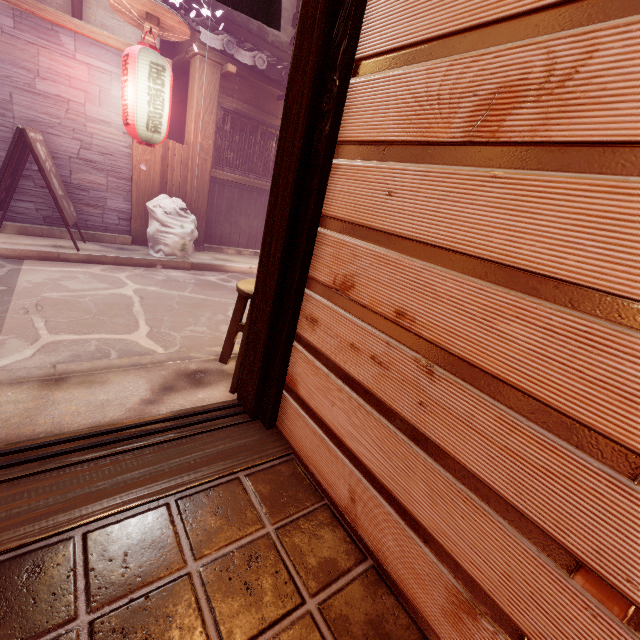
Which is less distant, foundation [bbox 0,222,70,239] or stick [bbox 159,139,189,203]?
foundation [bbox 0,222,70,239]

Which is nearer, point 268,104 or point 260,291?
point 260,291

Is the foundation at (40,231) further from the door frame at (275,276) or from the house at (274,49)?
the door frame at (275,276)

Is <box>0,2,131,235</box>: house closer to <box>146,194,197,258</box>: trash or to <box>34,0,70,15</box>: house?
<box>146,194,197,258</box>: trash

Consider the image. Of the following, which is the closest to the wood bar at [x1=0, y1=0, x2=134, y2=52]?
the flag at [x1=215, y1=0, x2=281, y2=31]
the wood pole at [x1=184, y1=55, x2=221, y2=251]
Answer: the wood pole at [x1=184, y1=55, x2=221, y2=251]

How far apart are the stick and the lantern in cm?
117

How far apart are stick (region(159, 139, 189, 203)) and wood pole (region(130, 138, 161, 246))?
0.0m

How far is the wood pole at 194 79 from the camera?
9.91m
